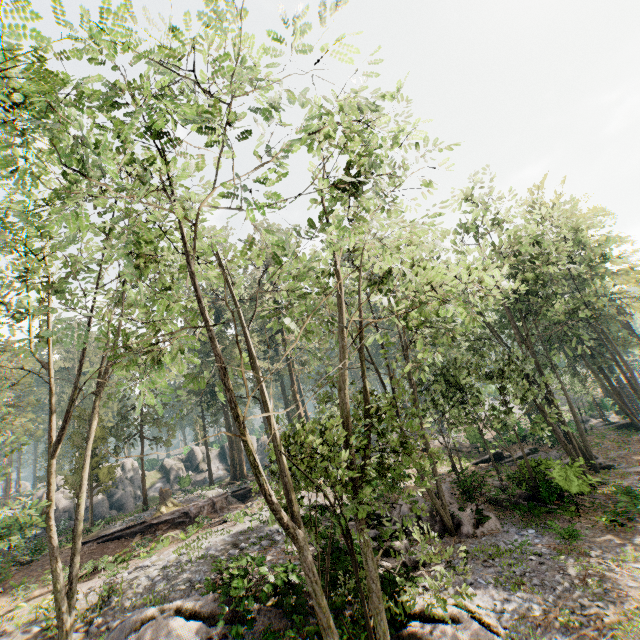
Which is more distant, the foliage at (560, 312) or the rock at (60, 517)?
the rock at (60, 517)

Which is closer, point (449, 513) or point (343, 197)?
point (343, 197)

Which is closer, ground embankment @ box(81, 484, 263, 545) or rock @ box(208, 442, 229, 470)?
ground embankment @ box(81, 484, 263, 545)

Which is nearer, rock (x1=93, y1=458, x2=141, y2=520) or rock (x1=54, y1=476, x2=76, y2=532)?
rock (x1=54, y1=476, x2=76, y2=532)

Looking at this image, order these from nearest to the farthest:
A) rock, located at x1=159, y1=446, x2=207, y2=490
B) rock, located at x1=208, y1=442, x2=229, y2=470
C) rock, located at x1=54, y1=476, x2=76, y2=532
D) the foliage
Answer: the foliage
rock, located at x1=54, y1=476, x2=76, y2=532
rock, located at x1=159, y1=446, x2=207, y2=490
rock, located at x1=208, y1=442, x2=229, y2=470

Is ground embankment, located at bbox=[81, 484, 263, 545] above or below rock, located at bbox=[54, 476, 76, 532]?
below

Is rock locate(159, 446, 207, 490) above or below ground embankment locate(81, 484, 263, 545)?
above

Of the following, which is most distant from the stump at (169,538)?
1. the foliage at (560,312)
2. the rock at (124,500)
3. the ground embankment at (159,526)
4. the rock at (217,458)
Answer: the rock at (217,458)
